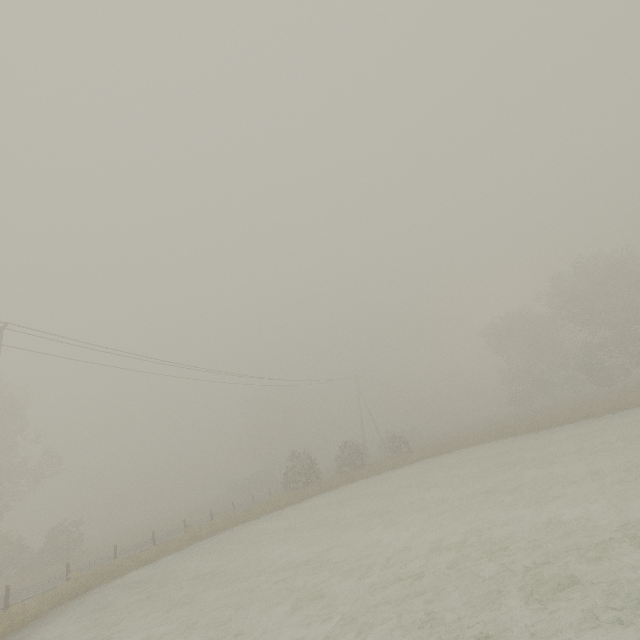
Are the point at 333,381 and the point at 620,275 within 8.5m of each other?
no
